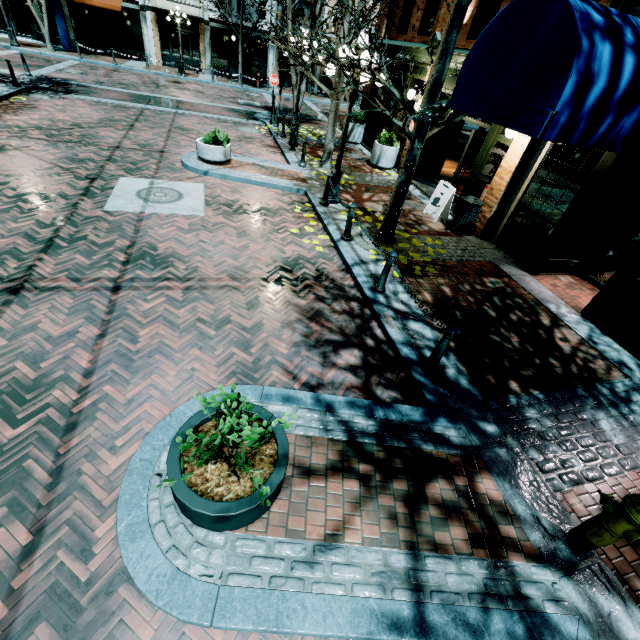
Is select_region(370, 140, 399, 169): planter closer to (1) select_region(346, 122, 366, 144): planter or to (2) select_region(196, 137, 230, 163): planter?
(1) select_region(346, 122, 366, 144): planter

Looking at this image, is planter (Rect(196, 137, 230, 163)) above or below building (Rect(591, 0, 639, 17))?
below

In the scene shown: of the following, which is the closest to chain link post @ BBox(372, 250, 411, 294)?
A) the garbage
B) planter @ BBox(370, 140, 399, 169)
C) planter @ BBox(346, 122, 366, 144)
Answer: the garbage

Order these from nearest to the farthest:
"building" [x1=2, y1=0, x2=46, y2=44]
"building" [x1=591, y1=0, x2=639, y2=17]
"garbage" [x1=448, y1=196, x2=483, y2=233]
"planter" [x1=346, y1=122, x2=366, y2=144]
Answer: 1. "building" [x1=591, y1=0, x2=639, y2=17]
2. "garbage" [x1=448, y1=196, x2=483, y2=233]
3. "planter" [x1=346, y1=122, x2=366, y2=144]
4. "building" [x1=2, y1=0, x2=46, y2=44]

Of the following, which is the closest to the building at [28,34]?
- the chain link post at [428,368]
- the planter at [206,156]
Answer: the planter at [206,156]

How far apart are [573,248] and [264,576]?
9.1m

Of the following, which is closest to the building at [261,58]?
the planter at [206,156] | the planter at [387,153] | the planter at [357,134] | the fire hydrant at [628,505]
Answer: the planter at [357,134]

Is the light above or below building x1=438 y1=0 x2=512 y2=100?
below
